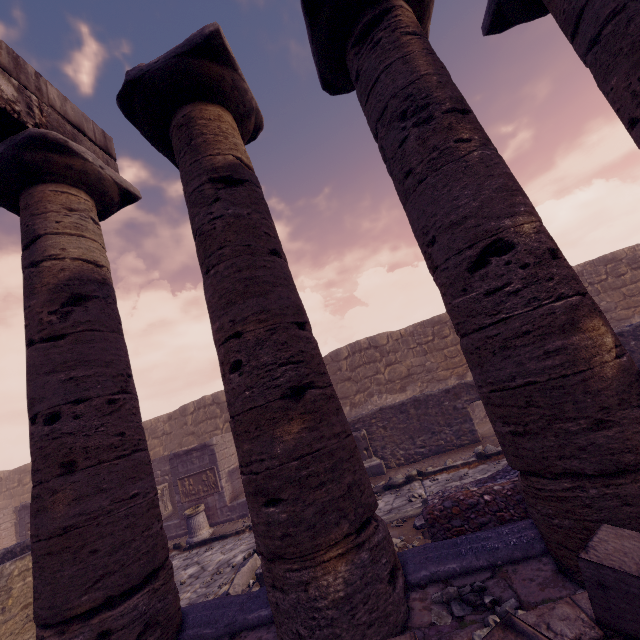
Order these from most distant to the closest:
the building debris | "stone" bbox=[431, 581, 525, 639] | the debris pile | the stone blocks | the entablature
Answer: the building debris → the debris pile → the entablature → "stone" bbox=[431, 581, 525, 639] → the stone blocks

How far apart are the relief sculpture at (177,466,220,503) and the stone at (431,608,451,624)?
10.6m

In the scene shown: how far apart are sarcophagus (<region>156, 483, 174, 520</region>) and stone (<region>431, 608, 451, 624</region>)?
12.9m

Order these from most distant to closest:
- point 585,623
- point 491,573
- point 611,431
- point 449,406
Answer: point 449,406 < point 491,573 < point 611,431 < point 585,623

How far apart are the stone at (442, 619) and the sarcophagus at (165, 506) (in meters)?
12.91

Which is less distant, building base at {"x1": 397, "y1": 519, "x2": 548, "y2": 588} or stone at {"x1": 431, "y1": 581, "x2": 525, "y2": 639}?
stone at {"x1": 431, "y1": 581, "x2": 525, "y2": 639}

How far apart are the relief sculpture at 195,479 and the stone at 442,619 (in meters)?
10.61

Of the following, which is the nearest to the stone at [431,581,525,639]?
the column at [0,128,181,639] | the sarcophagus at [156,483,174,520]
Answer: the column at [0,128,181,639]
